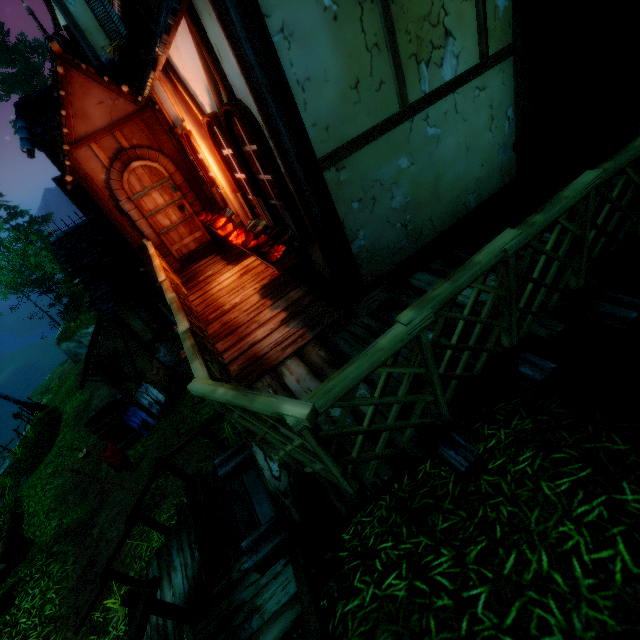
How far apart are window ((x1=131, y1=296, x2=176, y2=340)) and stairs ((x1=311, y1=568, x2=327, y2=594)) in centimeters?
1000cm

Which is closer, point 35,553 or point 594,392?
point 594,392

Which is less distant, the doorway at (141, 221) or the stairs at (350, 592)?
the stairs at (350, 592)

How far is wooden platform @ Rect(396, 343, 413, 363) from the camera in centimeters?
295cm

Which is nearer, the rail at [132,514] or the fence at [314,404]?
the fence at [314,404]

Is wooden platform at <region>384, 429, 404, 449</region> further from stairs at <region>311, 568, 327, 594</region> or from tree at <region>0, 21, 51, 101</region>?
tree at <region>0, 21, 51, 101</region>
